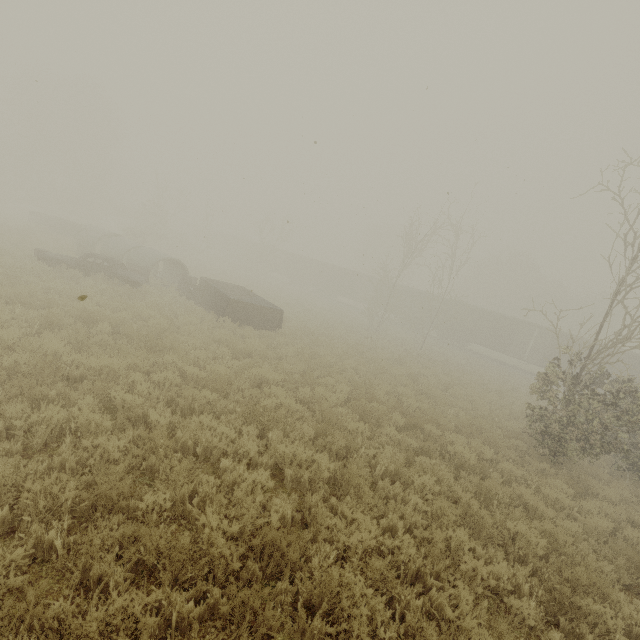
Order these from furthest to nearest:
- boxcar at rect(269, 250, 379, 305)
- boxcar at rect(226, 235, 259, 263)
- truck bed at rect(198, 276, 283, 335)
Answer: boxcar at rect(226, 235, 259, 263), boxcar at rect(269, 250, 379, 305), truck bed at rect(198, 276, 283, 335)

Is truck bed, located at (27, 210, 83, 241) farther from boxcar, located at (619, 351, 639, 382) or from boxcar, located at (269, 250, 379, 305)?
boxcar, located at (619, 351, 639, 382)

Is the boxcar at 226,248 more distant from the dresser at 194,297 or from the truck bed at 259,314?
the dresser at 194,297

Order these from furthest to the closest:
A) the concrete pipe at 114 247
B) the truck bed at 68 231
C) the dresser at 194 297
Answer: the truck bed at 68 231 < the concrete pipe at 114 247 < the dresser at 194 297

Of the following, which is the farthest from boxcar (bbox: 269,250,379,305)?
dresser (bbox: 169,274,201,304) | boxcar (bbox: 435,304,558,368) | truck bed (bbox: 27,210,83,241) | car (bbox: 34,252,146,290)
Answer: car (bbox: 34,252,146,290)

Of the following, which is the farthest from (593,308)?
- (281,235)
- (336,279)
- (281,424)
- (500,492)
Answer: (281,424)
